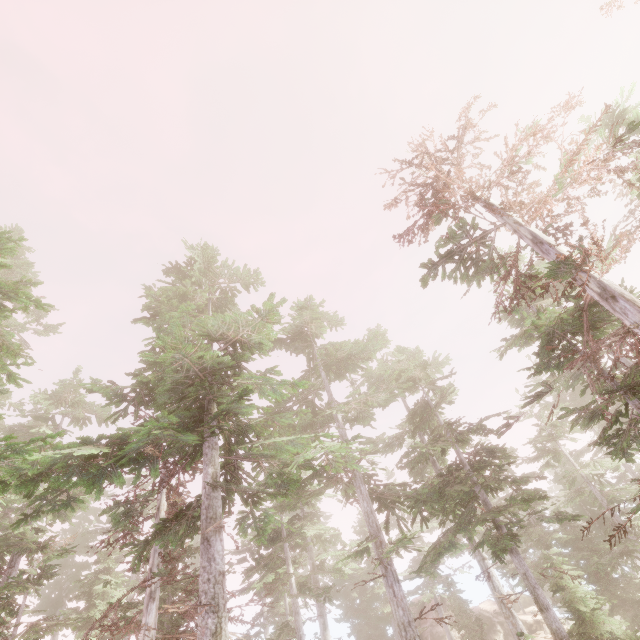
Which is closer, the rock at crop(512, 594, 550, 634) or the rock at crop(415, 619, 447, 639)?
the rock at crop(415, 619, 447, 639)

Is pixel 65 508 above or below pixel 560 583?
above

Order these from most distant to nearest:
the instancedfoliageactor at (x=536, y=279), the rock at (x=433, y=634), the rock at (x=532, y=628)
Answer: the rock at (x=532, y=628) < the rock at (x=433, y=634) < the instancedfoliageactor at (x=536, y=279)

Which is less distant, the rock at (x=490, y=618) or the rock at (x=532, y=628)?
the rock at (x=490, y=618)

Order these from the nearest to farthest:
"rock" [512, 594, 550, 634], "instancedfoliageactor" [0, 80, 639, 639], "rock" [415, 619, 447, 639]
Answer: "instancedfoliageactor" [0, 80, 639, 639]
"rock" [415, 619, 447, 639]
"rock" [512, 594, 550, 634]

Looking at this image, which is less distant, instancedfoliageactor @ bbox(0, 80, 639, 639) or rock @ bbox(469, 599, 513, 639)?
instancedfoliageactor @ bbox(0, 80, 639, 639)
